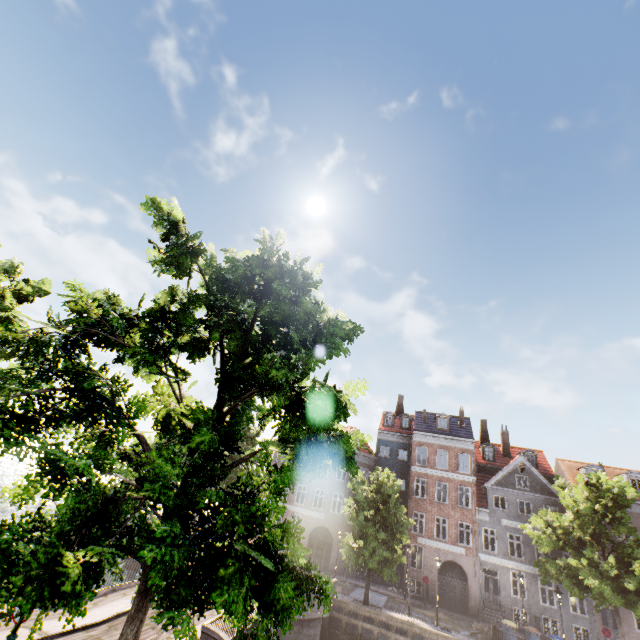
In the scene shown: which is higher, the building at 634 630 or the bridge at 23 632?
the building at 634 630

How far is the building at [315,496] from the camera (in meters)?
30.59

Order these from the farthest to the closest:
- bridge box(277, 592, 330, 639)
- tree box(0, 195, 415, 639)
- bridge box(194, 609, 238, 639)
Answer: bridge box(277, 592, 330, 639) → bridge box(194, 609, 238, 639) → tree box(0, 195, 415, 639)

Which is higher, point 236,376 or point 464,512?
point 464,512

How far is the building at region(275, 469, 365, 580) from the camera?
30.6 meters

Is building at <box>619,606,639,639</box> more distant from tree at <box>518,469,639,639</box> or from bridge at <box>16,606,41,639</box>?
bridge at <box>16,606,41,639</box>
